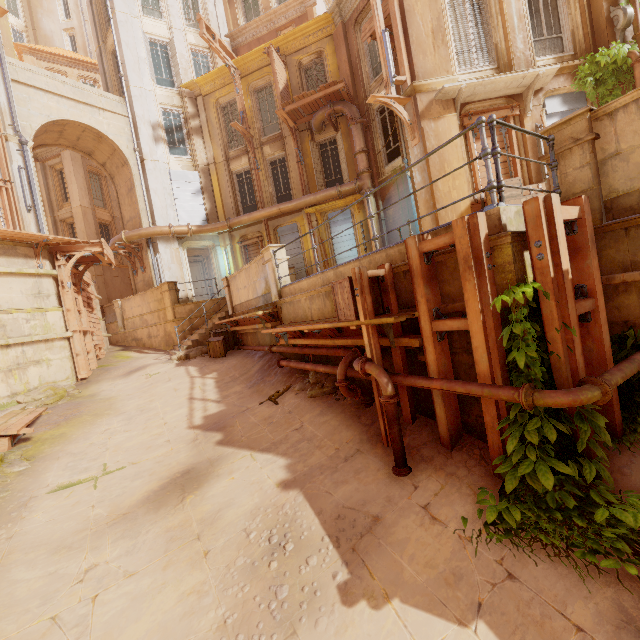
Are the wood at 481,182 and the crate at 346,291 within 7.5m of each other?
yes

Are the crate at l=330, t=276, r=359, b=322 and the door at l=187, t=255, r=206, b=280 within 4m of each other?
no

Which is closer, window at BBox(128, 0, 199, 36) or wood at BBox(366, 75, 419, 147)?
wood at BBox(366, 75, 419, 147)

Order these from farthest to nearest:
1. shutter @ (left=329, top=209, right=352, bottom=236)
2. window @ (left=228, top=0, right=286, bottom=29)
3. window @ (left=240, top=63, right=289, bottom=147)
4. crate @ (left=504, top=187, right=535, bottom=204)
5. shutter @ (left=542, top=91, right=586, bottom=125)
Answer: window @ (left=228, top=0, right=286, bottom=29)
window @ (left=240, top=63, right=289, bottom=147)
shutter @ (left=329, top=209, right=352, bottom=236)
shutter @ (left=542, top=91, right=586, bottom=125)
crate @ (left=504, top=187, right=535, bottom=204)

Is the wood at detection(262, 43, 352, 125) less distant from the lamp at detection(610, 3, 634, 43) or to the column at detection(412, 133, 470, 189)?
the column at detection(412, 133, 470, 189)

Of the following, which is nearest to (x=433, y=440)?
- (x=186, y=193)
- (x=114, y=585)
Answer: (x=114, y=585)

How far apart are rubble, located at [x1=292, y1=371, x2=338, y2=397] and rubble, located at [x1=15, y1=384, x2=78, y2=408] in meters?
7.4

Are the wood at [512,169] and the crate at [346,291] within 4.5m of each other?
no
